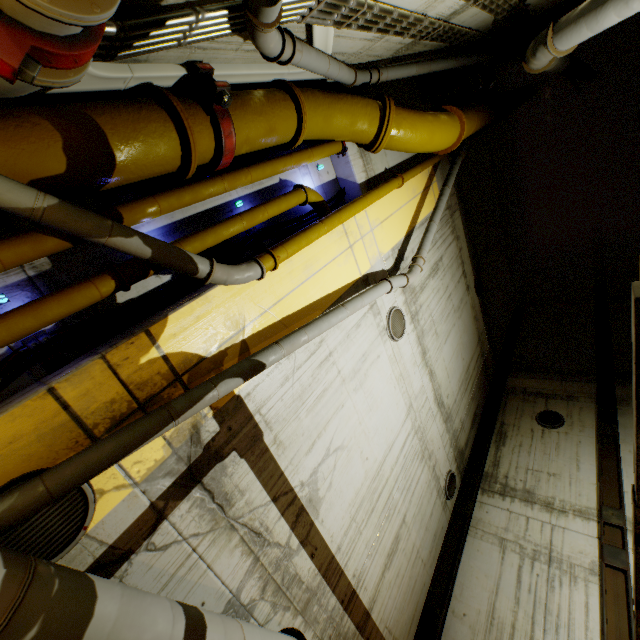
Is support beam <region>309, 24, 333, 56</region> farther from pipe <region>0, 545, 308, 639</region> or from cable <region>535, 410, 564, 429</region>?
cable <region>535, 410, 564, 429</region>

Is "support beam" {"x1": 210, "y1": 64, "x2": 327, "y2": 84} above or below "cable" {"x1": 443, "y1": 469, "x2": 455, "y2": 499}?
below

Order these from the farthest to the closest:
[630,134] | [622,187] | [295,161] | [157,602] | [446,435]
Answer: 1. [622,187]
2. [630,134]
3. [446,435]
4. [295,161]
5. [157,602]

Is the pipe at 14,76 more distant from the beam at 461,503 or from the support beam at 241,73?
the beam at 461,503

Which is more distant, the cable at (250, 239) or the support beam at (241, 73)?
the cable at (250, 239)

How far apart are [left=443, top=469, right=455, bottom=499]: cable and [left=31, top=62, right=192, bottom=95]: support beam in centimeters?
1067cm

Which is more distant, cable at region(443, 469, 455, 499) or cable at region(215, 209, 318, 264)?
cable at region(443, 469, 455, 499)

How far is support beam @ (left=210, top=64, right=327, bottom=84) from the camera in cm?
398
